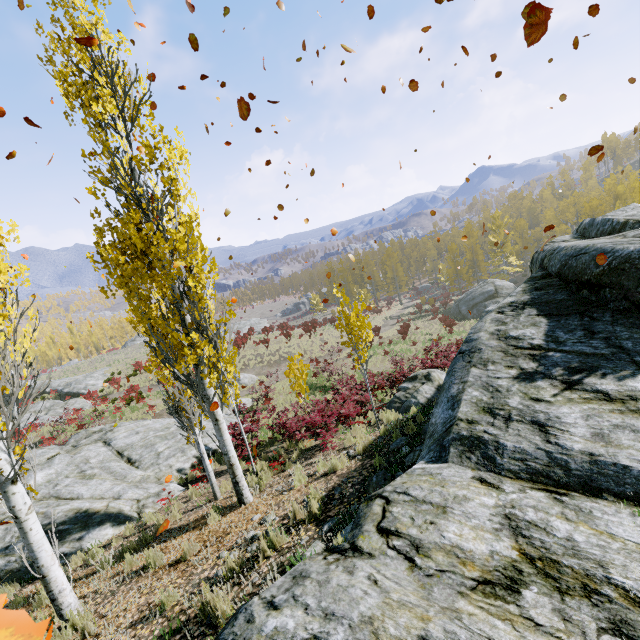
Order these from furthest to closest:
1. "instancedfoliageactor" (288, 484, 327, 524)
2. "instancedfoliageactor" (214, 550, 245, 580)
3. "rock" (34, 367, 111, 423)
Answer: "rock" (34, 367, 111, 423) < "instancedfoliageactor" (288, 484, 327, 524) < "instancedfoliageactor" (214, 550, 245, 580)

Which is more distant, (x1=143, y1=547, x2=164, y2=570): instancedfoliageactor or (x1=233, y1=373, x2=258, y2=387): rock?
(x1=233, y1=373, x2=258, y2=387): rock

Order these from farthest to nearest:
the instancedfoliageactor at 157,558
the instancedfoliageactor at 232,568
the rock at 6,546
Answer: the rock at 6,546
the instancedfoliageactor at 157,558
the instancedfoliageactor at 232,568

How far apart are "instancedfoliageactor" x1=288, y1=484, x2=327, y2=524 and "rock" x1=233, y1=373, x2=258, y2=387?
23.7m

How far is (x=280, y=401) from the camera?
21.7 meters

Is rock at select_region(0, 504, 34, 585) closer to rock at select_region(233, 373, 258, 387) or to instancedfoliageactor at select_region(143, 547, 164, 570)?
instancedfoliageactor at select_region(143, 547, 164, 570)

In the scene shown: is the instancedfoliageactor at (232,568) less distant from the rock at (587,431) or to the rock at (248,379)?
the rock at (587,431)

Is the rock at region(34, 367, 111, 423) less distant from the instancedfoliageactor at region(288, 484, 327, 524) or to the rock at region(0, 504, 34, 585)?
the rock at region(0, 504, 34, 585)
